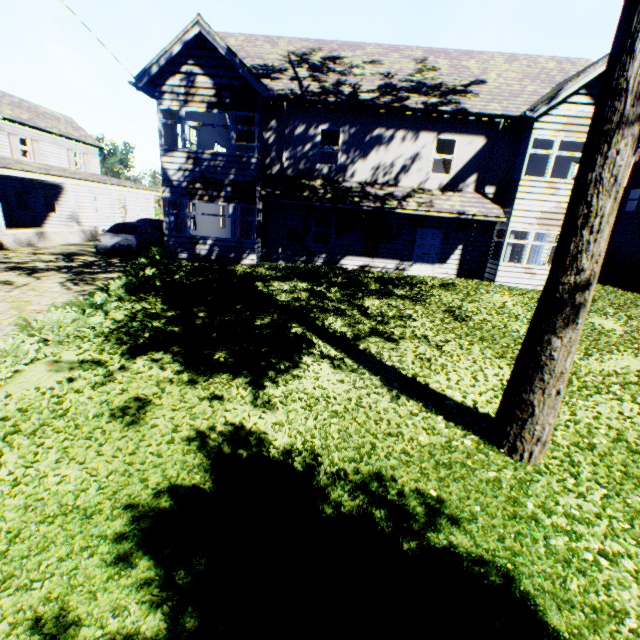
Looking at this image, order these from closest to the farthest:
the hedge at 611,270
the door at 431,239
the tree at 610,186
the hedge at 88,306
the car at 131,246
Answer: the tree at 610,186 < the hedge at 88,306 < the door at 431,239 < the car at 131,246 < the hedge at 611,270

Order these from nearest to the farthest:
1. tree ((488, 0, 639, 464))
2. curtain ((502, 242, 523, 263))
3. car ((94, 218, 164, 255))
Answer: tree ((488, 0, 639, 464))
curtain ((502, 242, 523, 263))
car ((94, 218, 164, 255))

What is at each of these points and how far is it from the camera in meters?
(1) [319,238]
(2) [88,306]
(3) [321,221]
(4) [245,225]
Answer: (1) curtain, 15.7
(2) hedge, 8.1
(3) curtain, 15.4
(4) curtain, 14.6

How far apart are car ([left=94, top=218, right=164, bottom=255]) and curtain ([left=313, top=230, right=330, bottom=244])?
9.4m

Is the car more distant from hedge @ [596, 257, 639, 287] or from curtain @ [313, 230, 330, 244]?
hedge @ [596, 257, 639, 287]

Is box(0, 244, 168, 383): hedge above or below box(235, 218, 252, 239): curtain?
below

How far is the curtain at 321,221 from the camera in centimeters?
1528cm

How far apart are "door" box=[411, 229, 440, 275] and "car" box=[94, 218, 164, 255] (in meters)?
14.24
